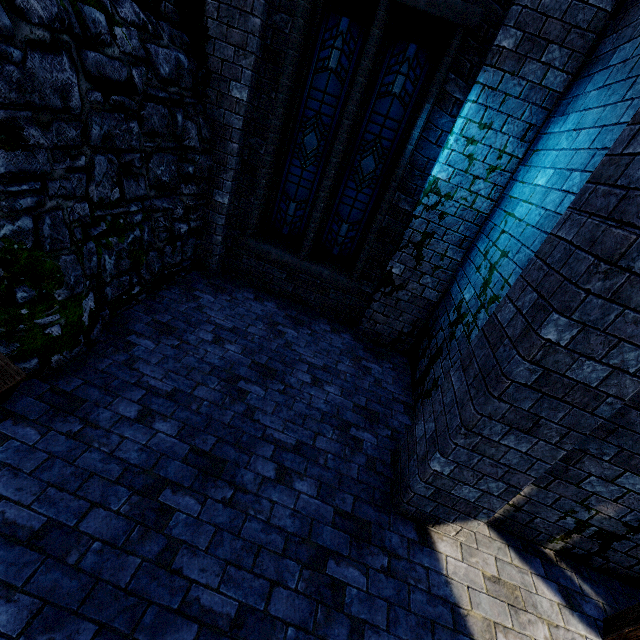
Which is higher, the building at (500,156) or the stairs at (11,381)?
the building at (500,156)

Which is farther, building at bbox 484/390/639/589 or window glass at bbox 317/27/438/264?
window glass at bbox 317/27/438/264

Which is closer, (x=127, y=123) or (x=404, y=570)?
(x=404, y=570)

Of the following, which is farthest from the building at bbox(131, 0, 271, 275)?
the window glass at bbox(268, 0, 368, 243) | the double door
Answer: the window glass at bbox(268, 0, 368, 243)

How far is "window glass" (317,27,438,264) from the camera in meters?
4.4

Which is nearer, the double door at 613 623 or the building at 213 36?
the double door at 613 623

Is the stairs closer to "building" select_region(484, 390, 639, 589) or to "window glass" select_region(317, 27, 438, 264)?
"building" select_region(484, 390, 639, 589)

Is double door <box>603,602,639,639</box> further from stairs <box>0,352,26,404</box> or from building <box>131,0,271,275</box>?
stairs <box>0,352,26,404</box>
